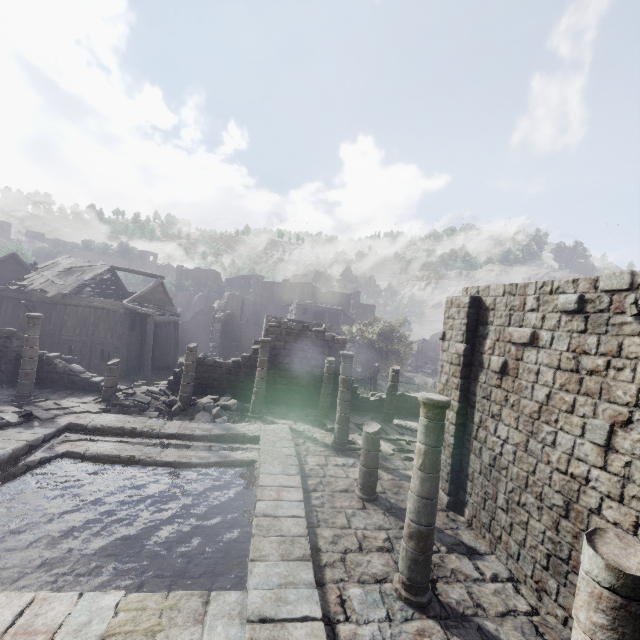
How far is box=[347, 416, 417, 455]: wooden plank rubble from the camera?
13.50m

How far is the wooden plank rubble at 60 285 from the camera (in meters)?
24.72

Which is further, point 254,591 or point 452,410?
point 452,410

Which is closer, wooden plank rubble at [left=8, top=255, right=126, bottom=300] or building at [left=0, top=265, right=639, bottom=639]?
building at [left=0, top=265, right=639, bottom=639]

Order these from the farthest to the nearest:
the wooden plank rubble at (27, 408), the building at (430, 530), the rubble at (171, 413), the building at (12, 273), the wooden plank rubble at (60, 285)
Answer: the building at (12, 273) → the wooden plank rubble at (60, 285) → the rubble at (171, 413) → the wooden plank rubble at (27, 408) → the building at (430, 530)

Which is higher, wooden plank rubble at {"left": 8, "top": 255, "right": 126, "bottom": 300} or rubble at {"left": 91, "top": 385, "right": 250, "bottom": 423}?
wooden plank rubble at {"left": 8, "top": 255, "right": 126, "bottom": 300}

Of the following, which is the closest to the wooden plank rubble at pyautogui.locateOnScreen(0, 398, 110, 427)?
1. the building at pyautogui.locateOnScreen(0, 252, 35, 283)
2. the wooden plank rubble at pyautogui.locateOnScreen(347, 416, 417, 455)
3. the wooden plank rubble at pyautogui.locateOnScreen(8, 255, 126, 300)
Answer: the building at pyautogui.locateOnScreen(0, 252, 35, 283)

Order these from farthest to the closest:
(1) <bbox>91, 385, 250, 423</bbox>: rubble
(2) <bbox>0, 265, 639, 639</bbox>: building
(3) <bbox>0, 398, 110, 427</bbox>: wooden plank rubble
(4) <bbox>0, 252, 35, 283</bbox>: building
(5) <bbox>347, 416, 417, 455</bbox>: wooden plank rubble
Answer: (4) <bbox>0, 252, 35, 283</bbox>: building, (1) <bbox>91, 385, 250, 423</bbox>: rubble, (5) <bbox>347, 416, 417, 455</bbox>: wooden plank rubble, (3) <bbox>0, 398, 110, 427</bbox>: wooden plank rubble, (2) <bbox>0, 265, 639, 639</bbox>: building
